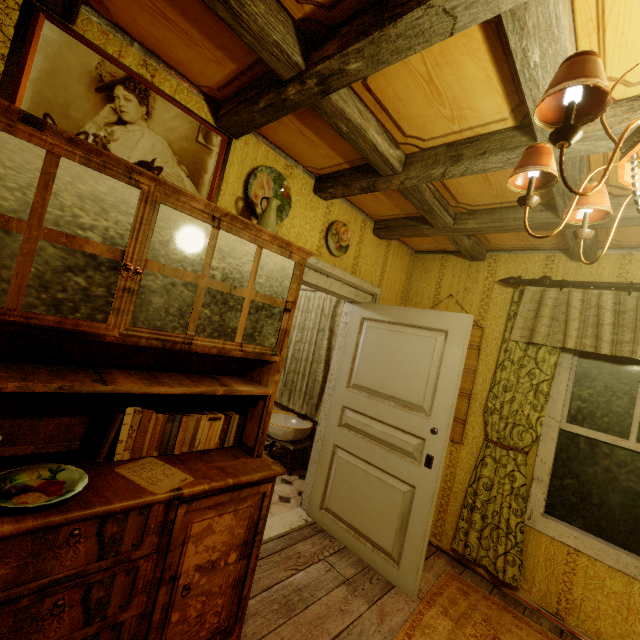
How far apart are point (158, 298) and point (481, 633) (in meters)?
2.92

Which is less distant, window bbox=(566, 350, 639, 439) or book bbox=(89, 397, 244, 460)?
book bbox=(89, 397, 244, 460)

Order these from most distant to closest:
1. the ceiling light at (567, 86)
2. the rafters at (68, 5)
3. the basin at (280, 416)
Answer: the basin at (280, 416), the rafters at (68, 5), the ceiling light at (567, 86)

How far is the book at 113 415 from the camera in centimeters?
149cm

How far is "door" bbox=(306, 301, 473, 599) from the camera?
2.37m

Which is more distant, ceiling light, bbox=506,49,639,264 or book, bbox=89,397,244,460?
book, bbox=89,397,244,460

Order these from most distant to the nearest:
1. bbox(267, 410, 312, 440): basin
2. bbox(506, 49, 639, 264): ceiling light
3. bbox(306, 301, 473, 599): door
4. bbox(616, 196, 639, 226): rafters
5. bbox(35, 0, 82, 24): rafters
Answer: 1. bbox(267, 410, 312, 440): basin
2. bbox(306, 301, 473, 599): door
3. bbox(616, 196, 639, 226): rafters
4. bbox(35, 0, 82, 24): rafters
5. bbox(506, 49, 639, 264): ceiling light

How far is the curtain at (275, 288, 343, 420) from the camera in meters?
4.2
